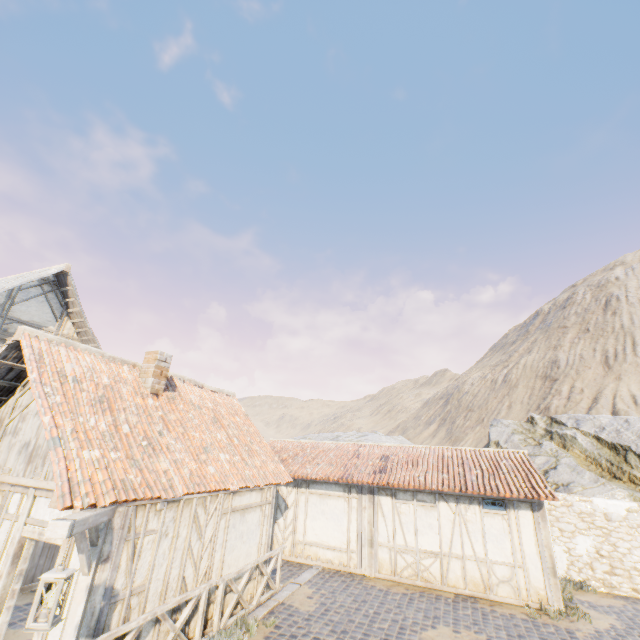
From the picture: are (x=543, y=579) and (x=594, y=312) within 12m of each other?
no

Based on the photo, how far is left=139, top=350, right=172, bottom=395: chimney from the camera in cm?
884

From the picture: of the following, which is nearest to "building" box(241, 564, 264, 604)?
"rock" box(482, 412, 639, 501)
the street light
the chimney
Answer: the street light

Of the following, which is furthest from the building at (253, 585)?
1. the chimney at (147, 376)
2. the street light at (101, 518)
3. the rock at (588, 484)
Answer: the rock at (588, 484)

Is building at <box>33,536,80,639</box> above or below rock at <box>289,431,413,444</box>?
below

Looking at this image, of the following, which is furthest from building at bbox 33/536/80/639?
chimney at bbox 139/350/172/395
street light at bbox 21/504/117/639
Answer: chimney at bbox 139/350/172/395

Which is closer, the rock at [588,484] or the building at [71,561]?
the building at [71,561]
